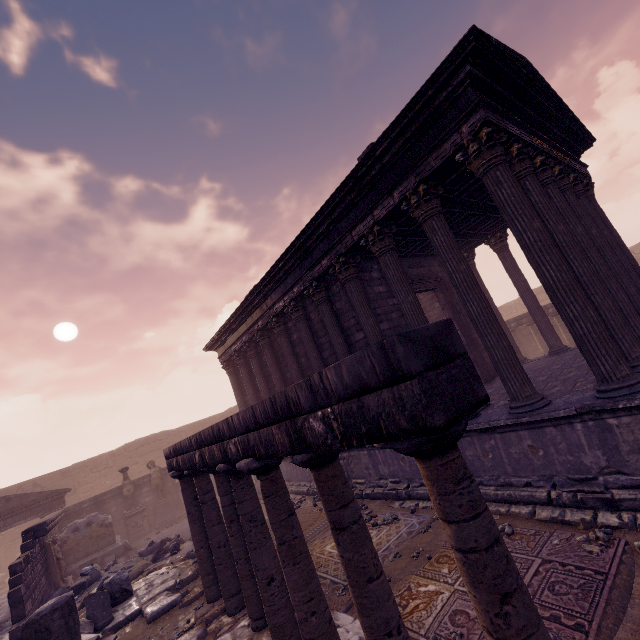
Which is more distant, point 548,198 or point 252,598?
point 548,198

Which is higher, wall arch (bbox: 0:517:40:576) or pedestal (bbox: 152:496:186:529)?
wall arch (bbox: 0:517:40:576)

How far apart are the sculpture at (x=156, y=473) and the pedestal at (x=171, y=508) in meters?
0.0 m

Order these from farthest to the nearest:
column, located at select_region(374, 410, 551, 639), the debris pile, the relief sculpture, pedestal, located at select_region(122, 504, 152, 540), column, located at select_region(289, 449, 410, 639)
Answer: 1. pedestal, located at select_region(122, 504, 152, 540)
2. the relief sculpture
3. the debris pile
4. column, located at select_region(289, 449, 410, 639)
5. column, located at select_region(374, 410, 551, 639)

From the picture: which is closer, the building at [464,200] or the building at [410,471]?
the building at [464,200]

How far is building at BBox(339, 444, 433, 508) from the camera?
7.8 meters

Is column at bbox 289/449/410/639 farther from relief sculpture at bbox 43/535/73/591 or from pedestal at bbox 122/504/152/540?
pedestal at bbox 122/504/152/540

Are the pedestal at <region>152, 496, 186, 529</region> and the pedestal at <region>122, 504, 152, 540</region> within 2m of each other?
yes
